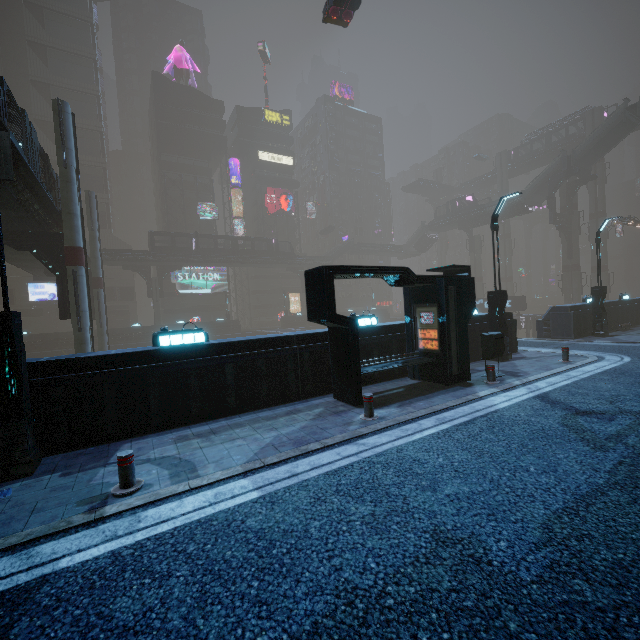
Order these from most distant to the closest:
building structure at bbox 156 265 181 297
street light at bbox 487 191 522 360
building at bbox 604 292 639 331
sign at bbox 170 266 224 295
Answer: sign at bbox 170 266 224 295 → building structure at bbox 156 265 181 297 → building at bbox 604 292 639 331 → street light at bbox 487 191 522 360

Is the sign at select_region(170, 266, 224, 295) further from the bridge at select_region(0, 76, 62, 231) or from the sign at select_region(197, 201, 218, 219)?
the bridge at select_region(0, 76, 62, 231)

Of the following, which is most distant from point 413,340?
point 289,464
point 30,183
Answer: point 30,183

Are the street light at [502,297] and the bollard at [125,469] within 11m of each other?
no

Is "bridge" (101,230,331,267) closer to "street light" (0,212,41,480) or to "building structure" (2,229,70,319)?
"building structure" (2,229,70,319)

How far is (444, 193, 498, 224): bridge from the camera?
53.00m

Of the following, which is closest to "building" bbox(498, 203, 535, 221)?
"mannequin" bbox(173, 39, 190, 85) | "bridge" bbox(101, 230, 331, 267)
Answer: "mannequin" bbox(173, 39, 190, 85)

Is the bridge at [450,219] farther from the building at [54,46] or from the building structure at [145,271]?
the building structure at [145,271]
